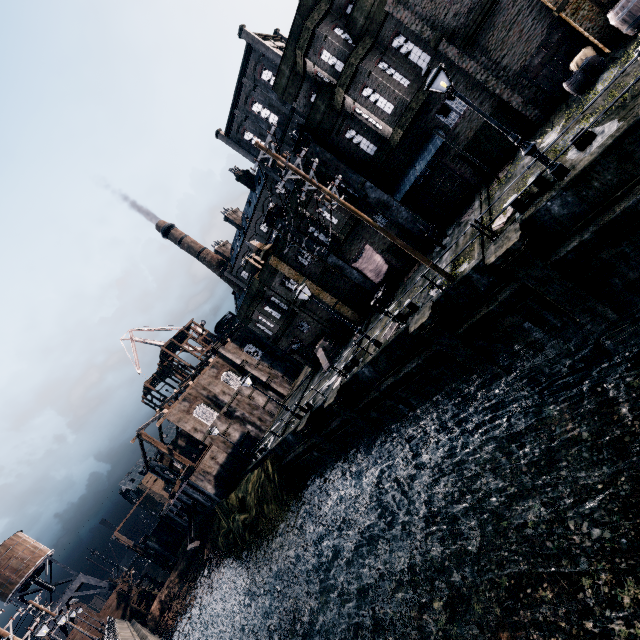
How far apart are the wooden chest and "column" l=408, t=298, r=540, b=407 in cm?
1415

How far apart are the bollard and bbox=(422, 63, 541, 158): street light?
1.0 meters

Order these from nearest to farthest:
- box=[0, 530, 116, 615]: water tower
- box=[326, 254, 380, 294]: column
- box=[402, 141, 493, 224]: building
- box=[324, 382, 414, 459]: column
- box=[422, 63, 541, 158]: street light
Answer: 1. box=[422, 63, 541, 158]: street light
2. box=[402, 141, 493, 224]: building
3. box=[324, 382, 414, 459]: column
4. box=[326, 254, 380, 294]: column
5. box=[0, 530, 116, 615]: water tower

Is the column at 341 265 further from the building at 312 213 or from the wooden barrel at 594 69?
the wooden barrel at 594 69

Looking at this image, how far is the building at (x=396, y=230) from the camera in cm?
2228

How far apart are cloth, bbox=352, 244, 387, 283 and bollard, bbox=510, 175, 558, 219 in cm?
1181

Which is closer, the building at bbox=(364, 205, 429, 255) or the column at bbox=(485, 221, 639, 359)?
the column at bbox=(485, 221, 639, 359)

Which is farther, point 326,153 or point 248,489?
point 248,489
